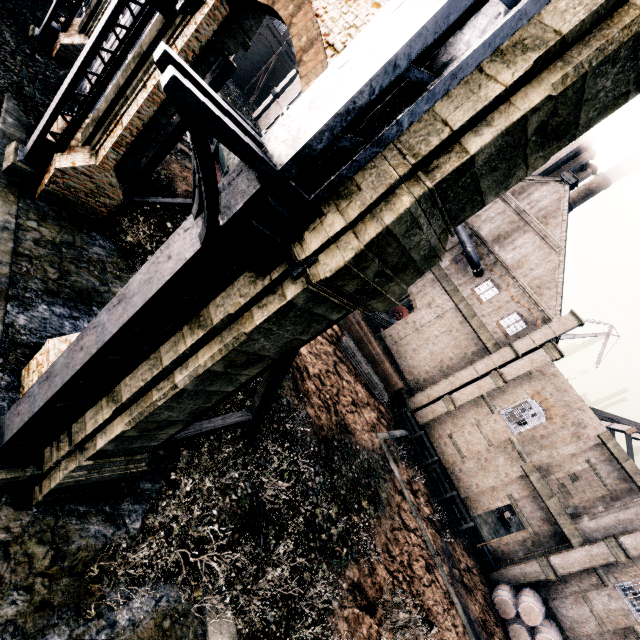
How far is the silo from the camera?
27.5 meters

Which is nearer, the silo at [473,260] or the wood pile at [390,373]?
the wood pile at [390,373]

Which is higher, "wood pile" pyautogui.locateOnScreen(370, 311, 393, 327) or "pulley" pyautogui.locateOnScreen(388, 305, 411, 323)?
"pulley" pyautogui.locateOnScreen(388, 305, 411, 323)

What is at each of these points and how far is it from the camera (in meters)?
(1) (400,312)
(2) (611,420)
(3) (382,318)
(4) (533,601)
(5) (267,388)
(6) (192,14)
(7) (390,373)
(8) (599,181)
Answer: (1) pulley, 43.28
(2) wood roof frame, 35.25
(3) wood pile, 39.44
(4) wooden barrel, 21.06
(5) wooden brace, 9.69
(6) building, 10.88
(7) wood pile, 28.41
(8) chimney, 41.47

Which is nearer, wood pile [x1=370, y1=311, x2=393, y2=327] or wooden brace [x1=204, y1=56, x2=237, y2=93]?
wooden brace [x1=204, y1=56, x2=237, y2=93]

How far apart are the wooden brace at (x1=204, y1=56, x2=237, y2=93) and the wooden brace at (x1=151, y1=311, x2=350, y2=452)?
11.69m

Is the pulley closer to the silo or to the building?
the building

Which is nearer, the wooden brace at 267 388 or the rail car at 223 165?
the wooden brace at 267 388
